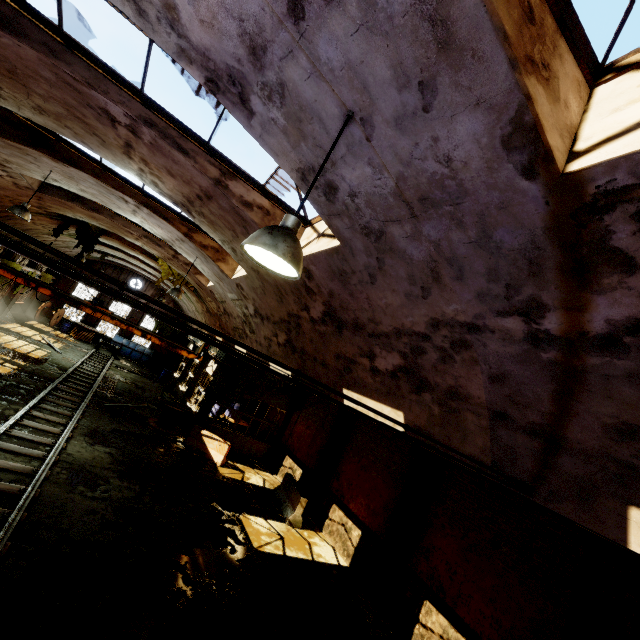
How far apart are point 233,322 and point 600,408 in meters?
14.0

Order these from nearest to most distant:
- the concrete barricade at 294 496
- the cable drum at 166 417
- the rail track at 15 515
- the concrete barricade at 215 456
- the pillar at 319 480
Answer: the rail track at 15 515, the concrete barricade at 294 496, the pillar at 319 480, the concrete barricade at 215 456, the cable drum at 166 417

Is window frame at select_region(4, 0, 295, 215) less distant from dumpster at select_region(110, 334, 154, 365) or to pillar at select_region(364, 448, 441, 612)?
pillar at select_region(364, 448, 441, 612)

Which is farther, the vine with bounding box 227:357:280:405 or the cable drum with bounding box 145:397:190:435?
the vine with bounding box 227:357:280:405

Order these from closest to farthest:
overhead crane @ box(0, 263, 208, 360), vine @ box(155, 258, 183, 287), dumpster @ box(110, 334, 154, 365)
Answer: overhead crane @ box(0, 263, 208, 360) → vine @ box(155, 258, 183, 287) → dumpster @ box(110, 334, 154, 365)

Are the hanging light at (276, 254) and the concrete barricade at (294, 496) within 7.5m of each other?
no

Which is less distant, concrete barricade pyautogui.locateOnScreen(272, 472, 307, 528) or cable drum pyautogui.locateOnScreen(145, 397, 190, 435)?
concrete barricade pyautogui.locateOnScreen(272, 472, 307, 528)

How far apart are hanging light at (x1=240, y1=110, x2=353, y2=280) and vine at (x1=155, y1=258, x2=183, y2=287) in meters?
18.2 m
